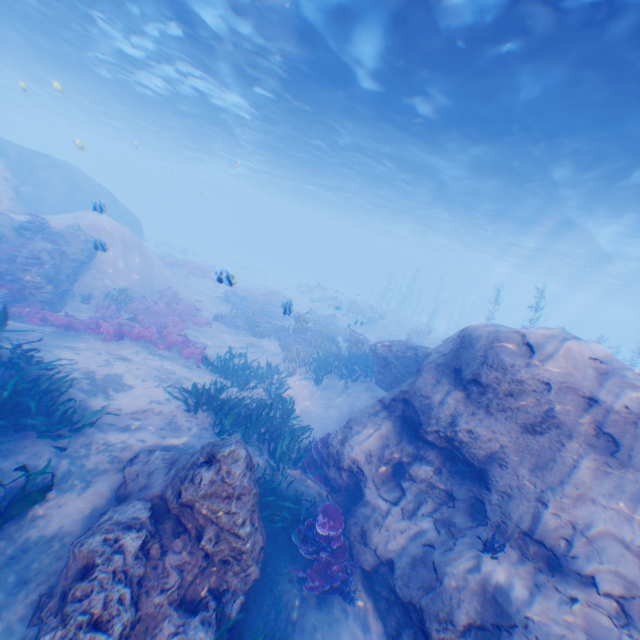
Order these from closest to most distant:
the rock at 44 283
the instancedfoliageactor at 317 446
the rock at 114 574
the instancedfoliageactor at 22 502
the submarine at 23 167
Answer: the rock at 114 574
the instancedfoliageactor at 22 502
the instancedfoliageactor at 317 446
the rock at 44 283
the submarine at 23 167

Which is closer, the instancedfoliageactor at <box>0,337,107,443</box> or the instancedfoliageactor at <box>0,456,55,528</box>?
the instancedfoliageactor at <box>0,456,55,528</box>

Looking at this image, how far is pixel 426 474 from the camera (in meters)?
7.40

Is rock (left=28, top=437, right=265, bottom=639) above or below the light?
below

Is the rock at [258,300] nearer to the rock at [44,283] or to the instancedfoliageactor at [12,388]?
the rock at [44,283]

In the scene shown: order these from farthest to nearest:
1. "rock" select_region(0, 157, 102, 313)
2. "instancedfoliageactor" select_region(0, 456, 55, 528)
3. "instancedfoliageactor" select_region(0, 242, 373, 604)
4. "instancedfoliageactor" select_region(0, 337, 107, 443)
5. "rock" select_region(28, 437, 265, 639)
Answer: "rock" select_region(0, 157, 102, 313) → "instancedfoliageactor" select_region(0, 242, 373, 604) → "instancedfoliageactor" select_region(0, 337, 107, 443) → "instancedfoliageactor" select_region(0, 456, 55, 528) → "rock" select_region(28, 437, 265, 639)

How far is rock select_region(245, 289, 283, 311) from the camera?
24.4m

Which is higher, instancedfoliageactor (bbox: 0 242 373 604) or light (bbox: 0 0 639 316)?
light (bbox: 0 0 639 316)
